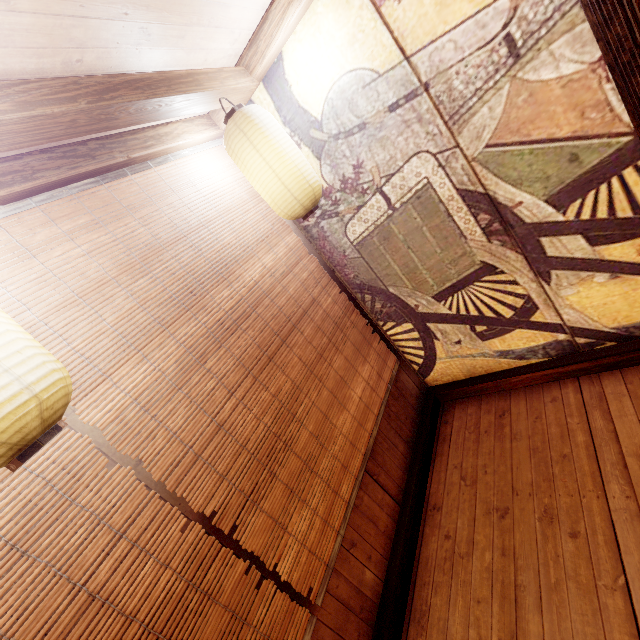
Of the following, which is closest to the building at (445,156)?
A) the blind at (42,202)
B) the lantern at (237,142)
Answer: the blind at (42,202)

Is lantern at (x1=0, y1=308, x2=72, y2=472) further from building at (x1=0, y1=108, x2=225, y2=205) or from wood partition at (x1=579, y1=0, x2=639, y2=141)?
wood partition at (x1=579, y1=0, x2=639, y2=141)

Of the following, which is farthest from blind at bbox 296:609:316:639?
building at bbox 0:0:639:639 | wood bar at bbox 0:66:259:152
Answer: wood bar at bbox 0:66:259:152

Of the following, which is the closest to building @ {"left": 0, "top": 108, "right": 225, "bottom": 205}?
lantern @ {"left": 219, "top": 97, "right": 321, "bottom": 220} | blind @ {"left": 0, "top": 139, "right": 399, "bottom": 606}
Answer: blind @ {"left": 0, "top": 139, "right": 399, "bottom": 606}

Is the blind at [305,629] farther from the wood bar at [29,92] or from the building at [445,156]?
the wood bar at [29,92]

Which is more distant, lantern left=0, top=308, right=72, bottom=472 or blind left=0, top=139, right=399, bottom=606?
blind left=0, top=139, right=399, bottom=606

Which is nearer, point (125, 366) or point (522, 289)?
point (125, 366)

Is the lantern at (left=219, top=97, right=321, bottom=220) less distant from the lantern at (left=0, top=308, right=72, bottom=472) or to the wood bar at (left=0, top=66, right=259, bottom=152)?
the wood bar at (left=0, top=66, right=259, bottom=152)
